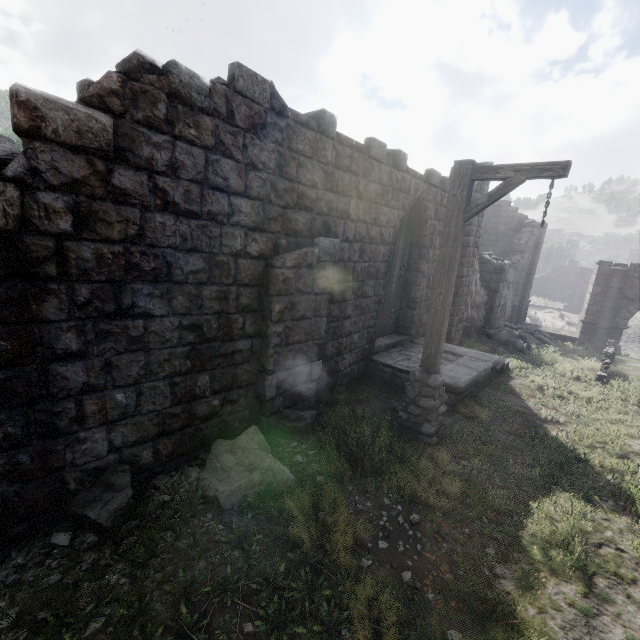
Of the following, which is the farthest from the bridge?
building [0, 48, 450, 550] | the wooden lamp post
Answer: the wooden lamp post

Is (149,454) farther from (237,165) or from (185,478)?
(237,165)

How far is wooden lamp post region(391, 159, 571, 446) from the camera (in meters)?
4.62

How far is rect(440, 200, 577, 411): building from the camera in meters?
8.2 m

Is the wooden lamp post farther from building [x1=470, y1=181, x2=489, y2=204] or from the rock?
the rock

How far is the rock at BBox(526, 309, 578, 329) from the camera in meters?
39.5 m

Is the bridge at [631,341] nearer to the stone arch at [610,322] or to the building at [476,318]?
the stone arch at [610,322]

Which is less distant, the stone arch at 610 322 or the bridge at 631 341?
the stone arch at 610 322
